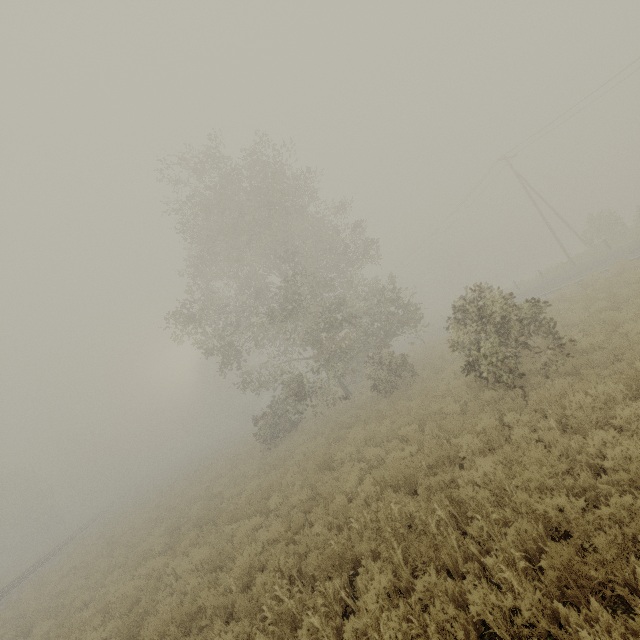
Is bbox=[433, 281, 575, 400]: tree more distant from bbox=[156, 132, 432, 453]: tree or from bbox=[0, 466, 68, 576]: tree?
bbox=[0, 466, 68, 576]: tree

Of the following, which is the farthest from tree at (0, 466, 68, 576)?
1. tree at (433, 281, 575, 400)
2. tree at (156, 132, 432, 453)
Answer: tree at (433, 281, 575, 400)

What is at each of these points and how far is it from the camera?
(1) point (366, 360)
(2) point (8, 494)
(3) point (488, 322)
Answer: (1) tree, 27.0m
(2) tree, 46.0m
(3) tree, 10.0m

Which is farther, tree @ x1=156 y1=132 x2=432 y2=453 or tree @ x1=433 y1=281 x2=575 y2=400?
tree @ x1=156 y1=132 x2=432 y2=453

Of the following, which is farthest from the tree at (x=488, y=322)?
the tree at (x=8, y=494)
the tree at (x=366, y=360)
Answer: the tree at (x=8, y=494)

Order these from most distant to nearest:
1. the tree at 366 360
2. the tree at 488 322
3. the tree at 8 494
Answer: the tree at 8 494, the tree at 366 360, the tree at 488 322

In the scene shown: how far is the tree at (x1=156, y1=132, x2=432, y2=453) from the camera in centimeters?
1780cm
